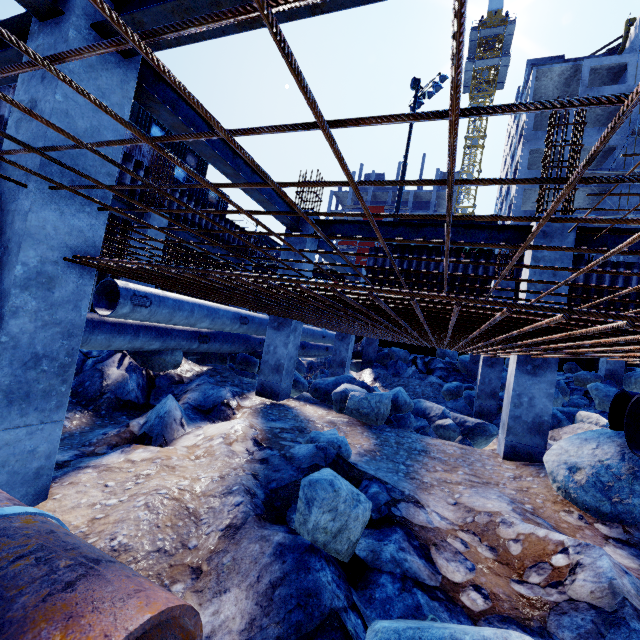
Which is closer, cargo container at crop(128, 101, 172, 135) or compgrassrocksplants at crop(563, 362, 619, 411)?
compgrassrocksplants at crop(563, 362, 619, 411)

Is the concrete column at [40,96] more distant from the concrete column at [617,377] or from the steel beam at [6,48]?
the concrete column at [617,377]

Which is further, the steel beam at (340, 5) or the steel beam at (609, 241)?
the steel beam at (609, 241)

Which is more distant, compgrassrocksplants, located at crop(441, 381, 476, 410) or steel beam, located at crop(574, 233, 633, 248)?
compgrassrocksplants, located at crop(441, 381, 476, 410)

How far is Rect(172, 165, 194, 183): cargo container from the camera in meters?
18.2 m

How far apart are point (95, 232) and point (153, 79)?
2.02m

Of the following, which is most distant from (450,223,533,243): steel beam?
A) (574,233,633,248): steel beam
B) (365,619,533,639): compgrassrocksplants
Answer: (365,619,533,639): compgrassrocksplants

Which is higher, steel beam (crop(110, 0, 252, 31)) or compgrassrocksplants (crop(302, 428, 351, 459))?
steel beam (crop(110, 0, 252, 31))
